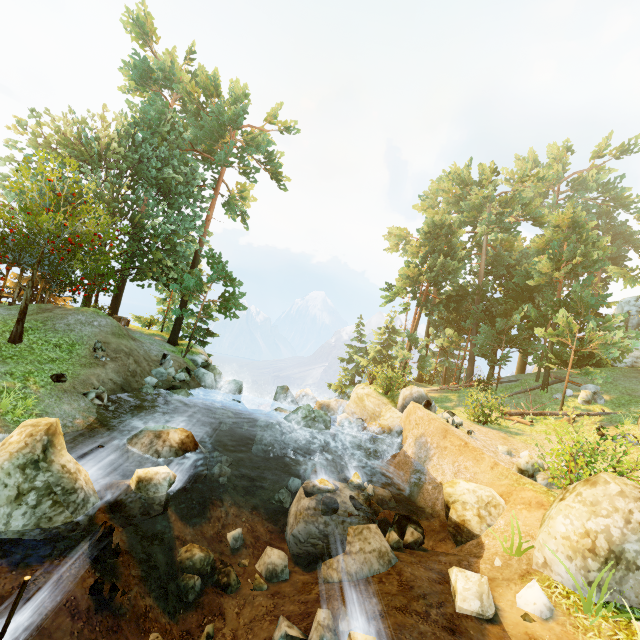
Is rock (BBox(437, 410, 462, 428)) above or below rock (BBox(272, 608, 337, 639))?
above

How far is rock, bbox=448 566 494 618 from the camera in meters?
6.4

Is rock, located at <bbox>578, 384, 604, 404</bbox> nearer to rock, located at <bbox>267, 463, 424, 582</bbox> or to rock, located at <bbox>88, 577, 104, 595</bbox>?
rock, located at <bbox>267, 463, 424, 582</bbox>

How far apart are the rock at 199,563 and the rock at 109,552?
1.8 meters

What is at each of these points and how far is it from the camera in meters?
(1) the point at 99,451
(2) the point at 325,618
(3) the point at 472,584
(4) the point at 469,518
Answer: (1) rock, 9.0 m
(2) rock, 5.7 m
(3) rock, 6.6 m
(4) rock, 9.8 m

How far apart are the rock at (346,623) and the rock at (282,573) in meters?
2.3 m

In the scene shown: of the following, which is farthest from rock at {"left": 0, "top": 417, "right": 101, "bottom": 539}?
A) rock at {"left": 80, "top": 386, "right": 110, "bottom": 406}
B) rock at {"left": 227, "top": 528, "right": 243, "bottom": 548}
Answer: rock at {"left": 80, "top": 386, "right": 110, "bottom": 406}

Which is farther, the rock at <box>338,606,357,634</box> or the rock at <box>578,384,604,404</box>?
the rock at <box>578,384,604,404</box>
